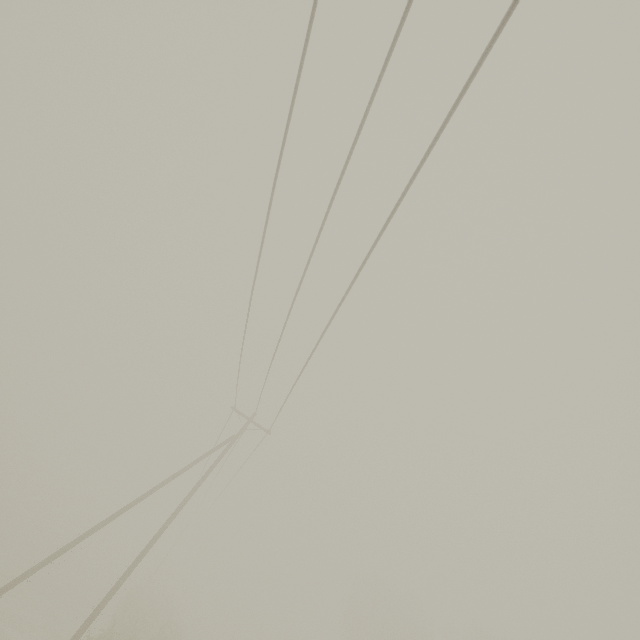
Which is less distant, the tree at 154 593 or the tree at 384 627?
the tree at 154 593

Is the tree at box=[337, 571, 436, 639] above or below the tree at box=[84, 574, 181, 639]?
above

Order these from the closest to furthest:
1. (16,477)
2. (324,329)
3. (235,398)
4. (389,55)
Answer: (389,55)
(324,329)
(235,398)
(16,477)

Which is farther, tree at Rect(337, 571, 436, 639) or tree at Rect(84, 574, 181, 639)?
tree at Rect(337, 571, 436, 639)

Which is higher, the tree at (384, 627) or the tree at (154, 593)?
the tree at (384, 627)
